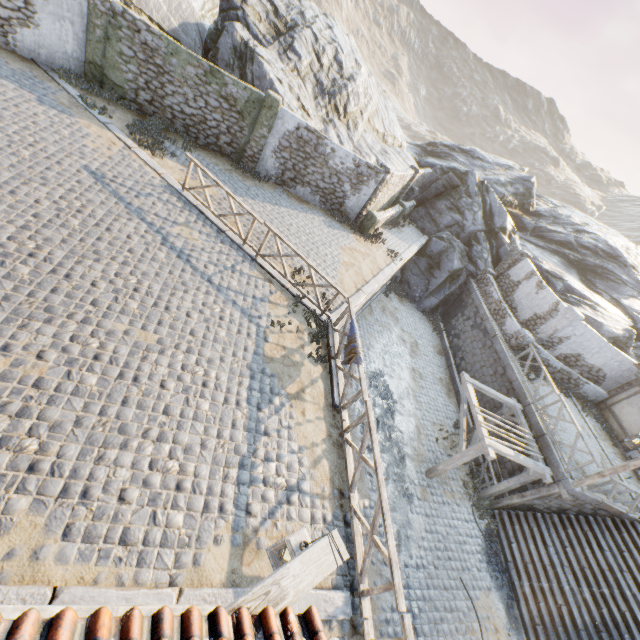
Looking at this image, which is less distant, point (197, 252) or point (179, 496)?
point (179, 496)

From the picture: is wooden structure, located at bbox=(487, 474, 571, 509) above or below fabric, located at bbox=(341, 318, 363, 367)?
below

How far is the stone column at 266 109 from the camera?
13.09m

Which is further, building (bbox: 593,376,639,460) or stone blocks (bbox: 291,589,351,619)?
building (bbox: 593,376,639,460)

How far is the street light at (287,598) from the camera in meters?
2.5

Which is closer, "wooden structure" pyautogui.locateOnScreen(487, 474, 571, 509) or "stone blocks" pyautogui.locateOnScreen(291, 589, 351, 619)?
"stone blocks" pyautogui.locateOnScreen(291, 589, 351, 619)

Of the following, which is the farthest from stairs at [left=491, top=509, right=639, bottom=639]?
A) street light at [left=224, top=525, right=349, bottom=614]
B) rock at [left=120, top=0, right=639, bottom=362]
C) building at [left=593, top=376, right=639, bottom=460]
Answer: street light at [left=224, top=525, right=349, bottom=614]

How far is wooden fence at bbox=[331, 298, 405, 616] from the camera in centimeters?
511cm
